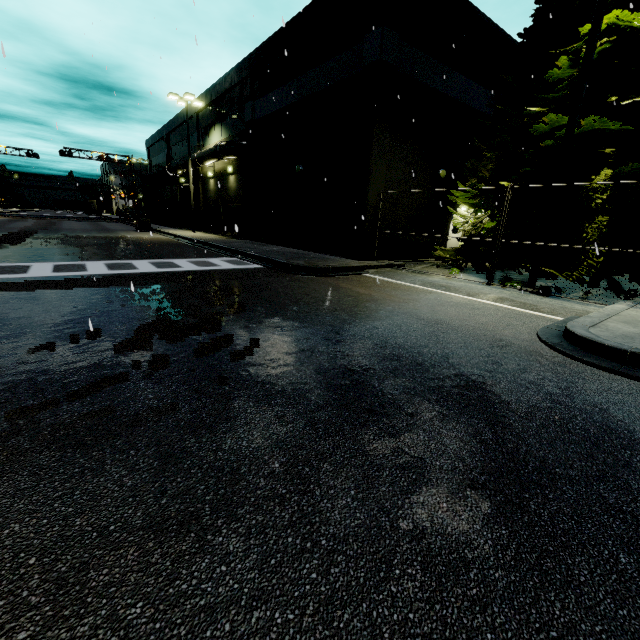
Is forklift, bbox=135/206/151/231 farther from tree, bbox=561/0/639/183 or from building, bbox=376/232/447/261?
tree, bbox=561/0/639/183

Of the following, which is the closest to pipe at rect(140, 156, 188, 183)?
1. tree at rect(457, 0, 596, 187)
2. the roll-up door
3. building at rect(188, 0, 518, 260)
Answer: building at rect(188, 0, 518, 260)

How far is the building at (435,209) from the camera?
14.57m

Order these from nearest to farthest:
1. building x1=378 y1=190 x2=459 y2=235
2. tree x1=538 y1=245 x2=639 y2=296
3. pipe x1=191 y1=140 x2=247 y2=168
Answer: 1. tree x1=538 y1=245 x2=639 y2=296
2. building x1=378 y1=190 x2=459 y2=235
3. pipe x1=191 y1=140 x2=247 y2=168

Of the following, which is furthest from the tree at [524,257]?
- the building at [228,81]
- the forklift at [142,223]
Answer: the forklift at [142,223]

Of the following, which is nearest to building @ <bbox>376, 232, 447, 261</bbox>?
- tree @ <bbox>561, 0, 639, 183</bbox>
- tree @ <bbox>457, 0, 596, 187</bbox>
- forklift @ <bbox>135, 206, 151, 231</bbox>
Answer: tree @ <bbox>561, 0, 639, 183</bbox>

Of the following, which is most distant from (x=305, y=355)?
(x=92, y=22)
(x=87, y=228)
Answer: (x=87, y=228)
